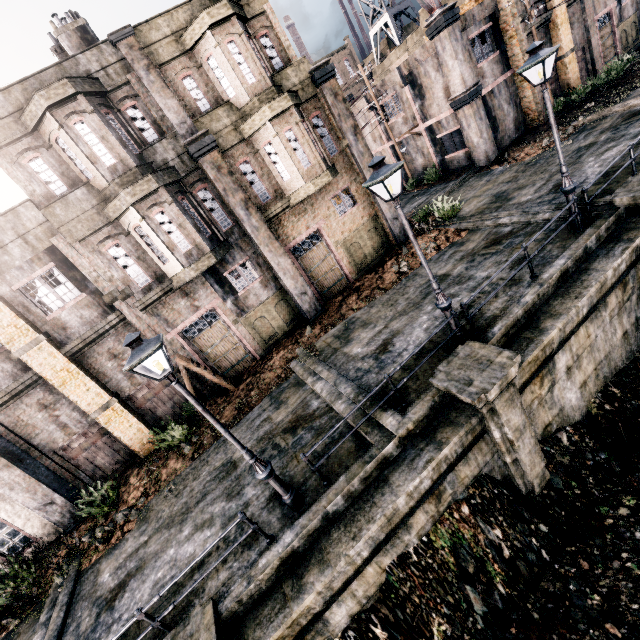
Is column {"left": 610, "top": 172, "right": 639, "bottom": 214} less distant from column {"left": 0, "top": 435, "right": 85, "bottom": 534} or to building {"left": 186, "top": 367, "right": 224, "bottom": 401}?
building {"left": 186, "top": 367, "right": 224, "bottom": 401}

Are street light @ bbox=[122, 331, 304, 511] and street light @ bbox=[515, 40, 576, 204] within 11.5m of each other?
no

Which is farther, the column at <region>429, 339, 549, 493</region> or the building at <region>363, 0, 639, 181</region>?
the building at <region>363, 0, 639, 181</region>

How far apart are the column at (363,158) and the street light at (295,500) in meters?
14.2 m

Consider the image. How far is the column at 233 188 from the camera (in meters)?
12.34

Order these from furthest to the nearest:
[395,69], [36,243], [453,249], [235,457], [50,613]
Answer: [395,69] → [453,249] → [36,243] → [235,457] → [50,613]

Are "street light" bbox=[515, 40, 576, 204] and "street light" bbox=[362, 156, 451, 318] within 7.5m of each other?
yes

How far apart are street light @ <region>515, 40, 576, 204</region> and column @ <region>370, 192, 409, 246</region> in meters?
8.1 m
